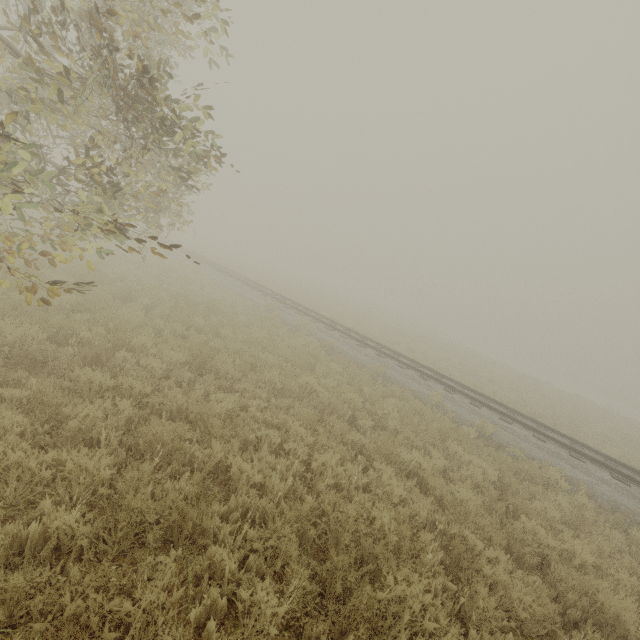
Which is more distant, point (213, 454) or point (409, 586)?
point (213, 454)
